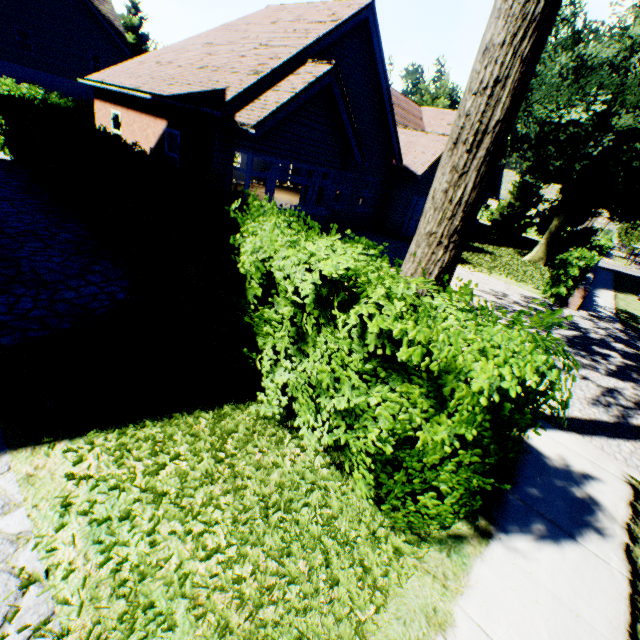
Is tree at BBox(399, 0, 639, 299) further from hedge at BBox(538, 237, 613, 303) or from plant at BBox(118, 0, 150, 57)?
plant at BBox(118, 0, 150, 57)

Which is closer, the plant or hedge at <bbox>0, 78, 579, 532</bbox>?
hedge at <bbox>0, 78, 579, 532</bbox>

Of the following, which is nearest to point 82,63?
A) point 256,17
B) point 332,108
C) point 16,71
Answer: point 16,71

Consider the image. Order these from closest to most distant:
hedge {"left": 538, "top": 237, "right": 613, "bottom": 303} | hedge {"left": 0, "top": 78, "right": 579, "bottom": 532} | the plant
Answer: hedge {"left": 0, "top": 78, "right": 579, "bottom": 532} < hedge {"left": 538, "top": 237, "right": 613, "bottom": 303} < the plant

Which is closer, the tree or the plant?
the tree

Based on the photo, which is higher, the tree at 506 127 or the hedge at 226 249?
the tree at 506 127

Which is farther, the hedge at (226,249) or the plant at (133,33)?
the plant at (133,33)
